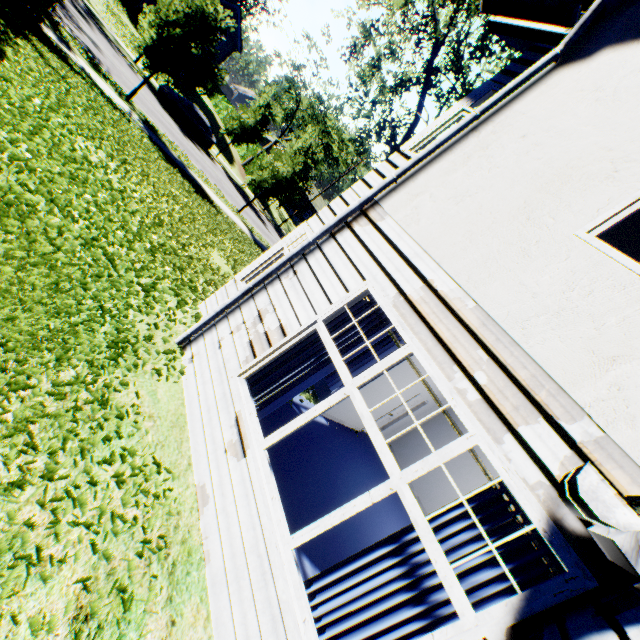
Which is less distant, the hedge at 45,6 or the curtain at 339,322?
the curtain at 339,322

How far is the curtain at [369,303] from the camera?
3.8 meters

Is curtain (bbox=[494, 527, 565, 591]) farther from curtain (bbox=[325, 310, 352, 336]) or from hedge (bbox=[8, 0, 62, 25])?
hedge (bbox=[8, 0, 62, 25])

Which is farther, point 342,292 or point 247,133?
point 247,133

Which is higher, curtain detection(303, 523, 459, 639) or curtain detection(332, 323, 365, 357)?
curtain detection(332, 323, 365, 357)

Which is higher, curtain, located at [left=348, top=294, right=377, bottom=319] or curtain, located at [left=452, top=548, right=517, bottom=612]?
curtain, located at [left=348, top=294, right=377, bottom=319]

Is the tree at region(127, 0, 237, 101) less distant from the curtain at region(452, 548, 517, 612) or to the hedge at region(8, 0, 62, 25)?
the hedge at region(8, 0, 62, 25)

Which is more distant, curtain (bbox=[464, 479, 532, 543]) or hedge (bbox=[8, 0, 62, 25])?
hedge (bbox=[8, 0, 62, 25])
